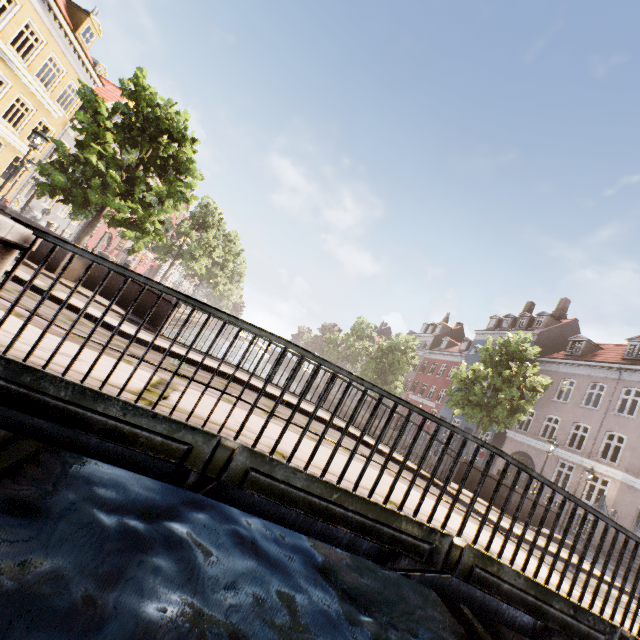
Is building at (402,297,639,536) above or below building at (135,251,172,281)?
above

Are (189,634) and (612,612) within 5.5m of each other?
yes

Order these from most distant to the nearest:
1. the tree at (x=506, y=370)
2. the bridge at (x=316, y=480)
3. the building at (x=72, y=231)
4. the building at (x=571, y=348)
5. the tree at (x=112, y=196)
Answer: the building at (x=72, y=231) → the building at (x=571, y=348) → the tree at (x=506, y=370) → the tree at (x=112, y=196) → the bridge at (x=316, y=480)

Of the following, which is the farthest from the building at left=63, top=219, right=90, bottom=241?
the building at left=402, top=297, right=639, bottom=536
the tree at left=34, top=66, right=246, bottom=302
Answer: the building at left=402, top=297, right=639, bottom=536

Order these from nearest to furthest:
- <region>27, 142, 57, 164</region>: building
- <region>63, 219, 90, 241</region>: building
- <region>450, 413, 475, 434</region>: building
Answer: <region>27, 142, 57, 164</region>: building
<region>63, 219, 90, 241</region>: building
<region>450, 413, 475, 434</region>: building

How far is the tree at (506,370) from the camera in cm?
1683

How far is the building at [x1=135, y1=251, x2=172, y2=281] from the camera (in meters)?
45.56
